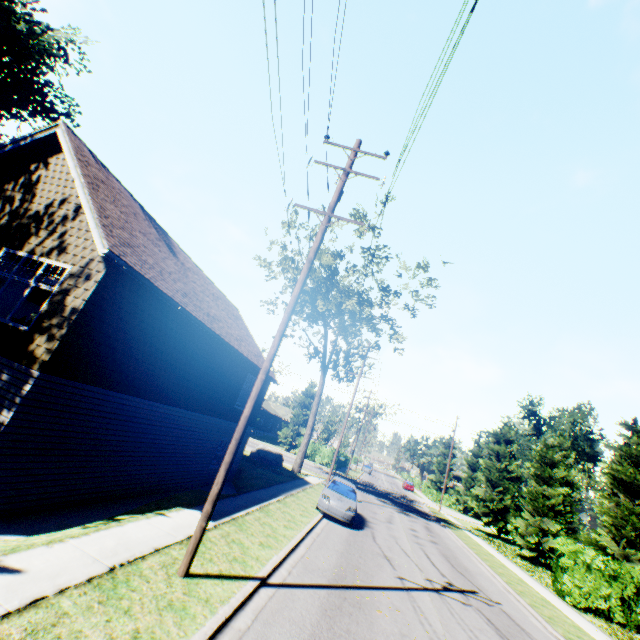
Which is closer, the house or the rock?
the rock

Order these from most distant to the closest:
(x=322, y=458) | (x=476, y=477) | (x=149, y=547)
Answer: (x=476, y=477)
(x=322, y=458)
(x=149, y=547)

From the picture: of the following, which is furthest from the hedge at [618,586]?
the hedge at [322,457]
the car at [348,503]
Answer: the hedge at [322,457]

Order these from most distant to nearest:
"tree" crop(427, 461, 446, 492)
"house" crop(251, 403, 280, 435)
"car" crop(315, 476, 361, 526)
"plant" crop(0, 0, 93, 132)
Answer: "tree" crop(427, 461, 446, 492), "house" crop(251, 403, 280, 435), "plant" crop(0, 0, 93, 132), "car" crop(315, 476, 361, 526)

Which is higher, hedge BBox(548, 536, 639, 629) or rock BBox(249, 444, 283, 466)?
hedge BBox(548, 536, 639, 629)

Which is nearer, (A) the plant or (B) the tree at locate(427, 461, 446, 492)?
(A) the plant

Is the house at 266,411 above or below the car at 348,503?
above

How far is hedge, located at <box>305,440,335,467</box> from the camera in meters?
43.9 m
